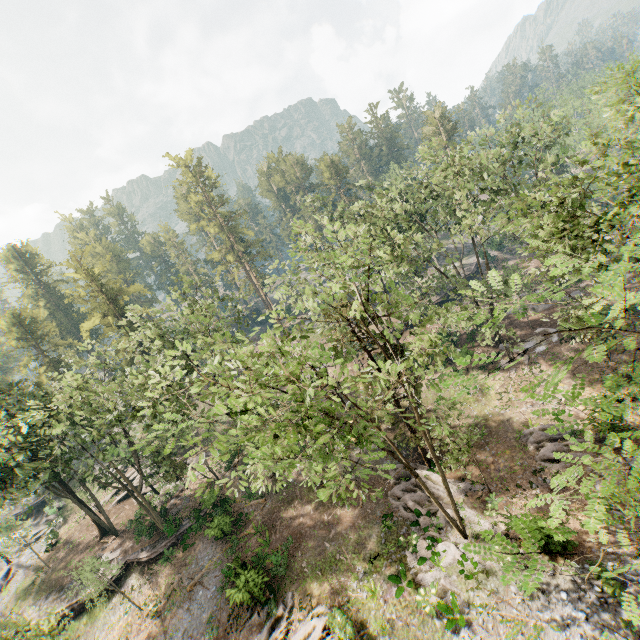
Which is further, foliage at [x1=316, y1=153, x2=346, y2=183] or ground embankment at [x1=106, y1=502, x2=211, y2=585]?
foliage at [x1=316, y1=153, x2=346, y2=183]

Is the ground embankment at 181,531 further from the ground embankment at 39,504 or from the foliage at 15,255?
the ground embankment at 39,504

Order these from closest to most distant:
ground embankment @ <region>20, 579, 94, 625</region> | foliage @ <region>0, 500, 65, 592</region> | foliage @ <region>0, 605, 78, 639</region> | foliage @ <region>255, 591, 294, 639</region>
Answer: foliage @ <region>0, 605, 78, 639</region>, foliage @ <region>255, 591, 294, 639</region>, ground embankment @ <region>20, 579, 94, 625</region>, foliage @ <region>0, 500, 65, 592</region>

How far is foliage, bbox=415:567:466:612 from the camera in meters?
16.1 m

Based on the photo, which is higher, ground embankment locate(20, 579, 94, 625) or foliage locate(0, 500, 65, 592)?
foliage locate(0, 500, 65, 592)

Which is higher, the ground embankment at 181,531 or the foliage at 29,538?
the foliage at 29,538

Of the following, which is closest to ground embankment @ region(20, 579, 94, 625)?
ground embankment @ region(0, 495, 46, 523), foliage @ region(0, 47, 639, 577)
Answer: foliage @ region(0, 47, 639, 577)

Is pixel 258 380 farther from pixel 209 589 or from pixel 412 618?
pixel 209 589
